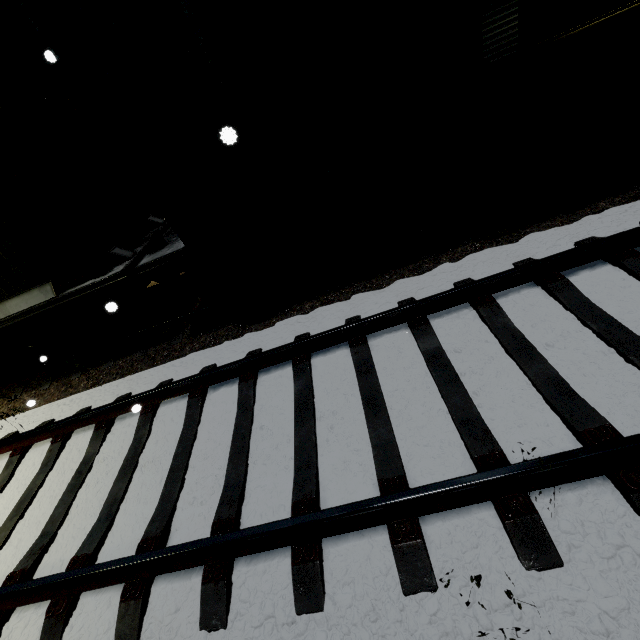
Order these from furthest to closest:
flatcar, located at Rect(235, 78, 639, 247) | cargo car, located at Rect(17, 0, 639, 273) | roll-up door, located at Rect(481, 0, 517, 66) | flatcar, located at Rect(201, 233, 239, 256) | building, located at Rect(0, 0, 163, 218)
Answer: roll-up door, located at Rect(481, 0, 517, 66), building, located at Rect(0, 0, 163, 218), flatcar, located at Rect(201, 233, 239, 256), flatcar, located at Rect(235, 78, 639, 247), cargo car, located at Rect(17, 0, 639, 273)

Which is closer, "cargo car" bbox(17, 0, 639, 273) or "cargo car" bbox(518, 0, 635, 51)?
"cargo car" bbox(17, 0, 639, 273)

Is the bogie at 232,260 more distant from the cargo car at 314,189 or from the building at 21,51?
the building at 21,51

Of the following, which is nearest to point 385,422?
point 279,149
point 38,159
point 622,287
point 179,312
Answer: point 622,287

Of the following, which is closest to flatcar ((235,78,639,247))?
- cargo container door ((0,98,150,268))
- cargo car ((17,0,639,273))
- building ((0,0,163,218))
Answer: cargo car ((17,0,639,273))

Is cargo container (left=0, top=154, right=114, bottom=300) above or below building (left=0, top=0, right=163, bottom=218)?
below

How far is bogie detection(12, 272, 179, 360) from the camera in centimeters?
587cm

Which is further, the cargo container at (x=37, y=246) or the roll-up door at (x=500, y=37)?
the roll-up door at (x=500, y=37)
